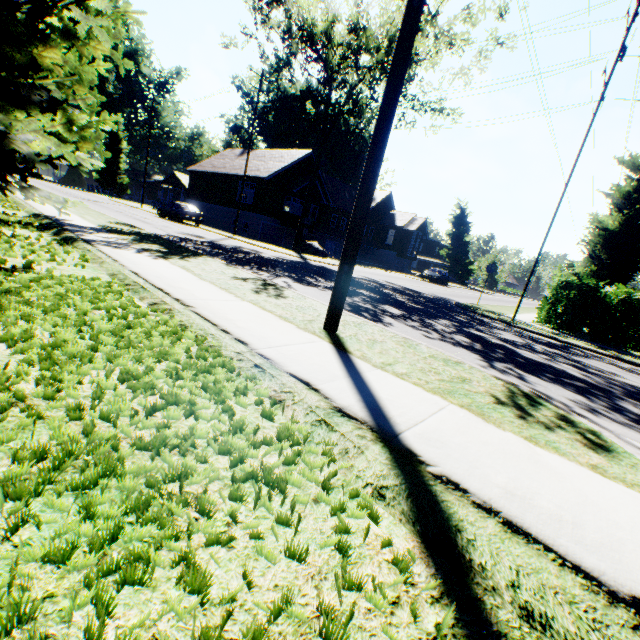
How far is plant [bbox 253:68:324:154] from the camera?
52.1m

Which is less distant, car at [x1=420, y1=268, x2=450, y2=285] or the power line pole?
the power line pole

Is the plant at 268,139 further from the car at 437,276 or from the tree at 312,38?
the car at 437,276

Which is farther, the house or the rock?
the house

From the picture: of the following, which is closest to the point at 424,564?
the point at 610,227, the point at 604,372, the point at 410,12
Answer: the point at 410,12

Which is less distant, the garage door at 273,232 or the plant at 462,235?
the garage door at 273,232

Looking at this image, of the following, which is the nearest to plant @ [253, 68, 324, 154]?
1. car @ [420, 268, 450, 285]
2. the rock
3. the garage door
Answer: car @ [420, 268, 450, 285]
